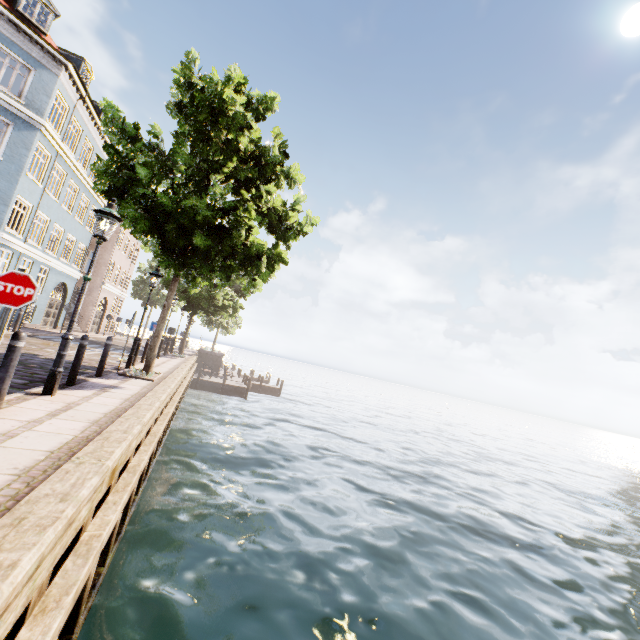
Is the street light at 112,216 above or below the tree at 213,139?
below

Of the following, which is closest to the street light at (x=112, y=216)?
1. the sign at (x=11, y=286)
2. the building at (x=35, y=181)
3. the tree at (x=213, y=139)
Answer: the tree at (x=213, y=139)

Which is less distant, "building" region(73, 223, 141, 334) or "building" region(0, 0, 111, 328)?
"building" region(0, 0, 111, 328)

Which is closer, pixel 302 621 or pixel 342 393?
pixel 302 621

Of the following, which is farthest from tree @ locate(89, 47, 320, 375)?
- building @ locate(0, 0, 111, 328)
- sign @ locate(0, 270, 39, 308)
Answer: building @ locate(0, 0, 111, 328)

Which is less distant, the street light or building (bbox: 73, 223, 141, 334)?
the street light

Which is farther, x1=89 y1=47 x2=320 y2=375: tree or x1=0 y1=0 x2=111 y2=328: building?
x1=0 y1=0 x2=111 y2=328: building

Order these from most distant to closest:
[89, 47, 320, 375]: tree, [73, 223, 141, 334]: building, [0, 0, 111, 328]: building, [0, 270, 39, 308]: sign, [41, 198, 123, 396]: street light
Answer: [73, 223, 141, 334]: building
[0, 0, 111, 328]: building
[89, 47, 320, 375]: tree
[41, 198, 123, 396]: street light
[0, 270, 39, 308]: sign
